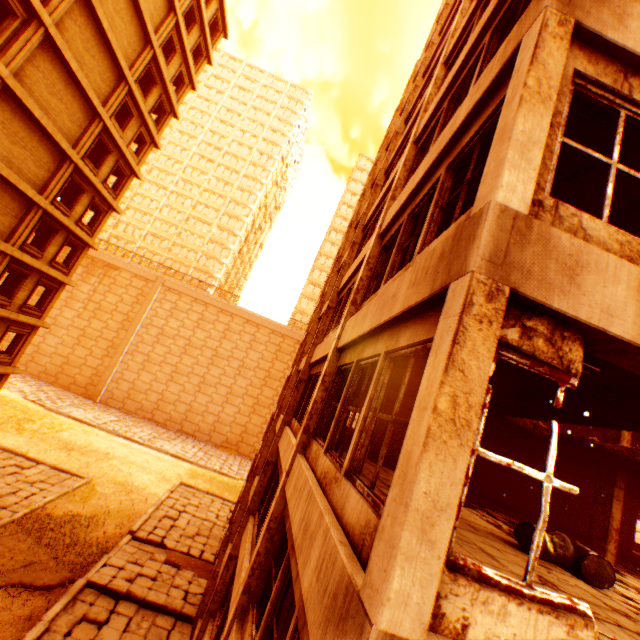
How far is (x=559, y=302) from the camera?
2.5m

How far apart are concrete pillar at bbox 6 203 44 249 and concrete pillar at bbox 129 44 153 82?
9.51m

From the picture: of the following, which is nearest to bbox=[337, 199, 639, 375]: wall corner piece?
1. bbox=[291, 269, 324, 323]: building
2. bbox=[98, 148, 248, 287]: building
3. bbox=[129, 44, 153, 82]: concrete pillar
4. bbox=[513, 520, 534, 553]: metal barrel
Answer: bbox=[129, 44, 153, 82]: concrete pillar

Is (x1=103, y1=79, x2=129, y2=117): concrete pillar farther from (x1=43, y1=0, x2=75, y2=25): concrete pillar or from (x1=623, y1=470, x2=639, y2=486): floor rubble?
(x1=623, y1=470, x2=639, y2=486): floor rubble

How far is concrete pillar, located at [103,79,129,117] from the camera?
18.4 meters

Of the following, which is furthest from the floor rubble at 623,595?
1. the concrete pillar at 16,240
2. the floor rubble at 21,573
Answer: the concrete pillar at 16,240

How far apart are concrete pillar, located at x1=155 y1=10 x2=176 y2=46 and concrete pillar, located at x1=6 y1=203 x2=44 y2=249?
12.5m

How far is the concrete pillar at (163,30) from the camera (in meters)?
19.92
